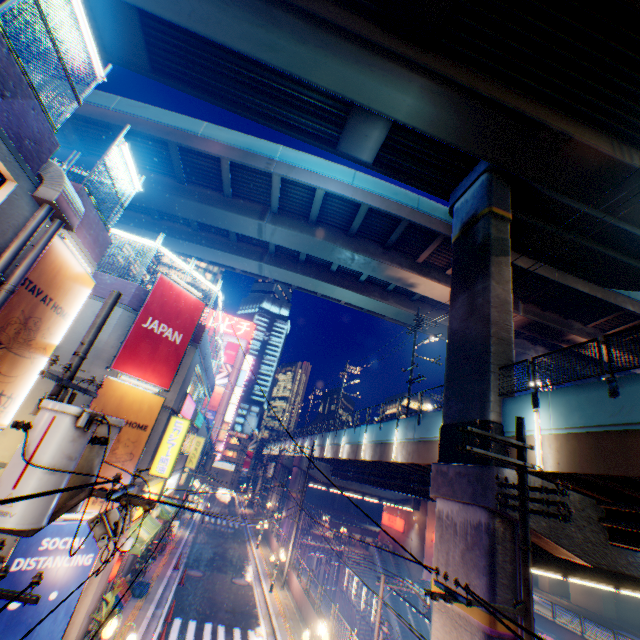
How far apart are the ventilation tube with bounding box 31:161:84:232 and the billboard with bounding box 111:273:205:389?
5.6 meters

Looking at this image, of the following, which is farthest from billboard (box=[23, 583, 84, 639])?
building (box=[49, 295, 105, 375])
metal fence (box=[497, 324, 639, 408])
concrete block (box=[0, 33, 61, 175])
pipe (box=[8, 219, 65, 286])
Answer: concrete block (box=[0, 33, 61, 175])

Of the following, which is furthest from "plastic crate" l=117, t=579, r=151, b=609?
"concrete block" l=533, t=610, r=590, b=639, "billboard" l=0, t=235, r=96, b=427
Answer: "concrete block" l=533, t=610, r=590, b=639

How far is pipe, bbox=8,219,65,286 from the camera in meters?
6.7

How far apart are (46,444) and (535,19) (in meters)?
20.71

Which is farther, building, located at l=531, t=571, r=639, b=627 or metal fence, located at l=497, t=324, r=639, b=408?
building, located at l=531, t=571, r=639, b=627

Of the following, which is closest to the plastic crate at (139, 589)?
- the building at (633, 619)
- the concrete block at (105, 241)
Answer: the concrete block at (105, 241)

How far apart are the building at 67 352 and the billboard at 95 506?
0.12m
